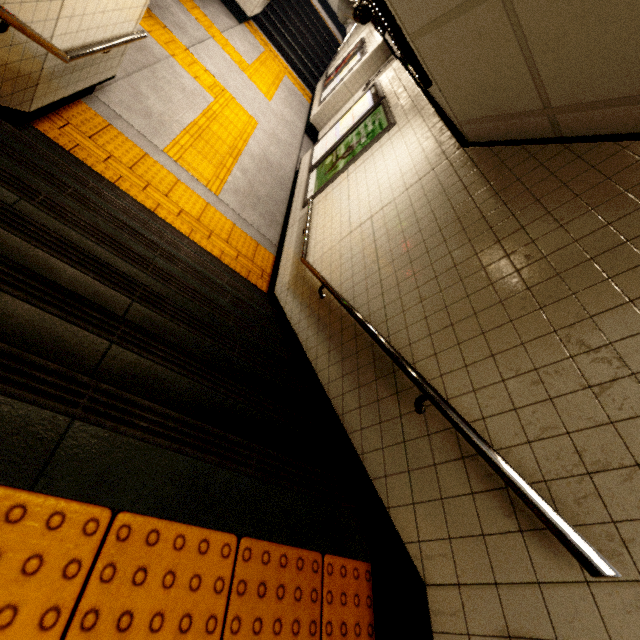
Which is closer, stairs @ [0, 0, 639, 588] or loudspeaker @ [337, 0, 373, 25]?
stairs @ [0, 0, 639, 588]

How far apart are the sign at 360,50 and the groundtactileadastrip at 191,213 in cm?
666

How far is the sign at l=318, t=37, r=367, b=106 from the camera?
8.8 meters

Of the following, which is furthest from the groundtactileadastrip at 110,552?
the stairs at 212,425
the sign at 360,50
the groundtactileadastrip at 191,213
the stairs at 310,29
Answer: the stairs at 310,29

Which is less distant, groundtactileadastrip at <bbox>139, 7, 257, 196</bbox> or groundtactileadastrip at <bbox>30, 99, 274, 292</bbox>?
groundtactileadastrip at <bbox>30, 99, 274, 292</bbox>

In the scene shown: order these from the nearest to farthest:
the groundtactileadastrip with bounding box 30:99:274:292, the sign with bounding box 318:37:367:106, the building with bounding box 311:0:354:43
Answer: the groundtactileadastrip with bounding box 30:99:274:292 < the sign with bounding box 318:37:367:106 < the building with bounding box 311:0:354:43

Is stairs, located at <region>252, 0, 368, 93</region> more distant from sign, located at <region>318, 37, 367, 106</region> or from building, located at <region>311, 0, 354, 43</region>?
sign, located at <region>318, 37, 367, 106</region>

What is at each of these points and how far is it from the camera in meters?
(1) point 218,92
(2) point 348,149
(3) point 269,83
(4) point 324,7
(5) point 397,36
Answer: (1) groundtactileadastrip, 6.5 m
(2) sign, 5.1 m
(3) groundtactileadastrip, 9.3 m
(4) building, 15.4 m
(5) fluorescent light, 2.6 m
